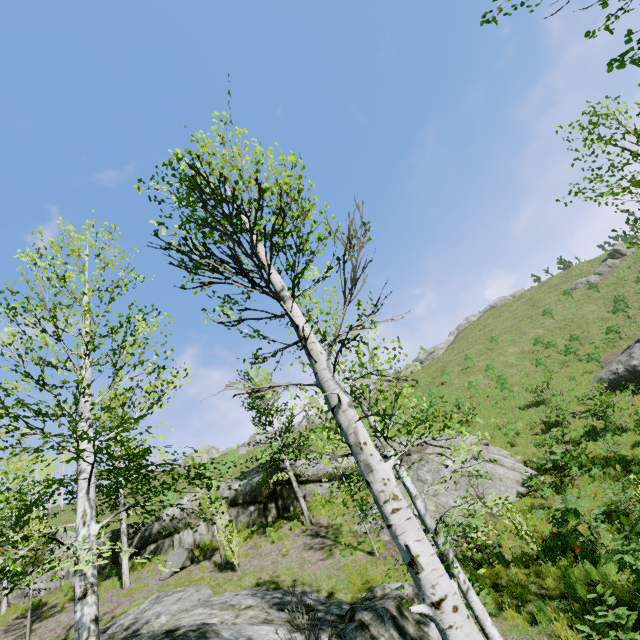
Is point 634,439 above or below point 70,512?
below

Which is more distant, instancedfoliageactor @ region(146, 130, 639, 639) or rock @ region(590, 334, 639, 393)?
rock @ region(590, 334, 639, 393)

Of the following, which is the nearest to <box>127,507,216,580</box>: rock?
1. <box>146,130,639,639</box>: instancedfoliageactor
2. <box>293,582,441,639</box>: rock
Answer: <box>146,130,639,639</box>: instancedfoliageactor

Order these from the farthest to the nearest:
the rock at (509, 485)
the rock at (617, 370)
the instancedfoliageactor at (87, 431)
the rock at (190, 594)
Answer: the rock at (617, 370), the rock at (509, 485), the rock at (190, 594), the instancedfoliageactor at (87, 431)

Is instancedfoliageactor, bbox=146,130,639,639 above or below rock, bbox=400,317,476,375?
below

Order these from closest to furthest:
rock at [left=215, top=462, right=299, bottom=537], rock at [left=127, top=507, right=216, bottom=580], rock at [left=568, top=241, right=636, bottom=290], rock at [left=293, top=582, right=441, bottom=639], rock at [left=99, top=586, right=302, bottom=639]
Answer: rock at [left=293, top=582, right=441, bottom=639] < rock at [left=99, top=586, right=302, bottom=639] < rock at [left=127, top=507, right=216, bottom=580] < rock at [left=215, top=462, right=299, bottom=537] < rock at [left=568, top=241, right=636, bottom=290]

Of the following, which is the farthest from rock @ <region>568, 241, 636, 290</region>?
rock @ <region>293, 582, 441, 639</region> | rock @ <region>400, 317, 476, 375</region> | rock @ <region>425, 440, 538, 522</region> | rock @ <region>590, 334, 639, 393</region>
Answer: rock @ <region>293, 582, 441, 639</region>

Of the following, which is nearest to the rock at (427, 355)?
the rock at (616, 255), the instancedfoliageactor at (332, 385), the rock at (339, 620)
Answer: the rock at (616, 255)
